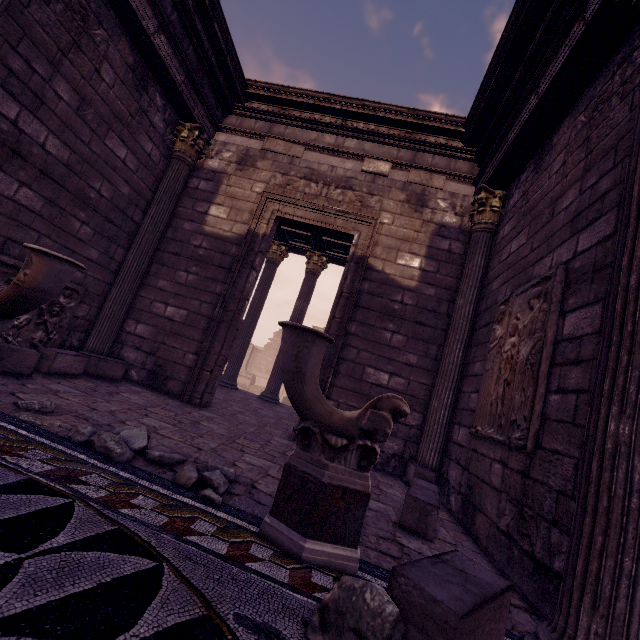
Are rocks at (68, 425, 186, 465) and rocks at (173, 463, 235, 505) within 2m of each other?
yes

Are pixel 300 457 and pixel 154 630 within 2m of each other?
yes

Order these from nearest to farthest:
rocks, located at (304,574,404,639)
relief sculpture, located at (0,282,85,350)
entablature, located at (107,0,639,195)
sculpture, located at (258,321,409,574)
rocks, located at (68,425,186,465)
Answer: rocks, located at (304,574,404,639), sculpture, located at (258,321,409,574), rocks, located at (68,425,186,465), entablature, located at (107,0,639,195), relief sculpture, located at (0,282,85,350)

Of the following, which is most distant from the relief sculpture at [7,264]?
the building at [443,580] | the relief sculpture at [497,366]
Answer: the relief sculpture at [497,366]

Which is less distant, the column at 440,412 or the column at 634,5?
the column at 634,5

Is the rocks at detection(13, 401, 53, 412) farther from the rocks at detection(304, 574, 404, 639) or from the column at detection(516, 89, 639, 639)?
the column at detection(516, 89, 639, 639)

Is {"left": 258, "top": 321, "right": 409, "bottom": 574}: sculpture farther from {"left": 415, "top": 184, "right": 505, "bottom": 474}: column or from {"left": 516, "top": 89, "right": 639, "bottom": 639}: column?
{"left": 415, "top": 184, "right": 505, "bottom": 474}: column

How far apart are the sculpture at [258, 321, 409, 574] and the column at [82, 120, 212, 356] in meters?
4.6 m
